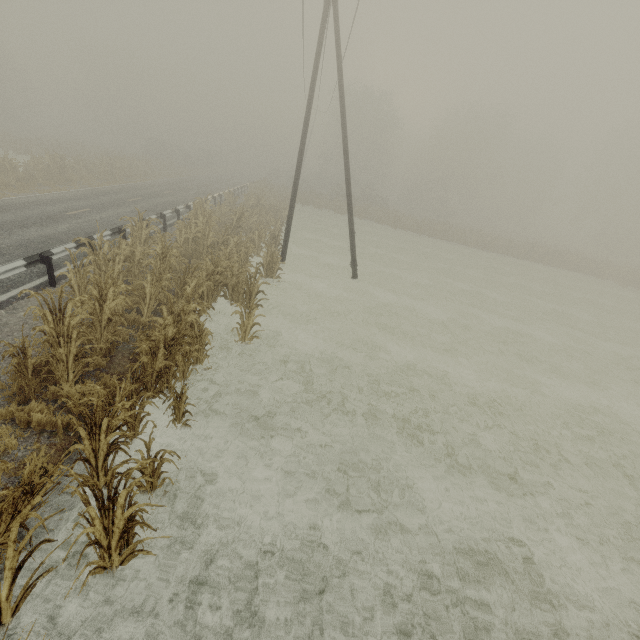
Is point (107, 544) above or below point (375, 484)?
above

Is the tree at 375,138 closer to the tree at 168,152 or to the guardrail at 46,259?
the tree at 168,152

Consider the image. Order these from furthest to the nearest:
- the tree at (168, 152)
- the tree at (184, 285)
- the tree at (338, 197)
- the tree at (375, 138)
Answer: the tree at (338, 197) → the tree at (375, 138) → the tree at (168, 152) → the tree at (184, 285)

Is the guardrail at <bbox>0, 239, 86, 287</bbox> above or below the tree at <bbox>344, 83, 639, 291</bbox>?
below

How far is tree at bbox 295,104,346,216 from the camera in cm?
3916

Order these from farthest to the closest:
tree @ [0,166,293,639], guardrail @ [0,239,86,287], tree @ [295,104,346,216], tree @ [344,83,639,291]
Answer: tree @ [295,104,346,216]
tree @ [344,83,639,291]
guardrail @ [0,239,86,287]
tree @ [0,166,293,639]

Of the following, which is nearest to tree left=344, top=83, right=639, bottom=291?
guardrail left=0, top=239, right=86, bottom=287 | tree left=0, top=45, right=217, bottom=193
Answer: tree left=0, top=45, right=217, bottom=193
